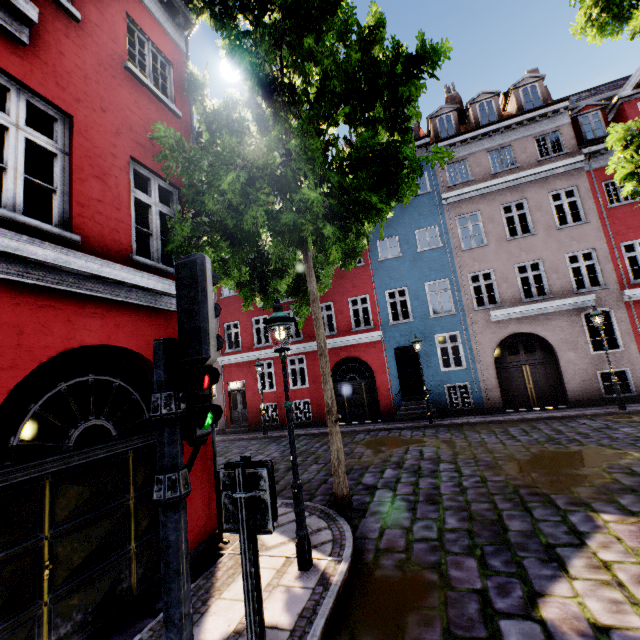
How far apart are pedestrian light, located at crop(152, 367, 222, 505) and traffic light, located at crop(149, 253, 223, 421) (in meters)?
0.10

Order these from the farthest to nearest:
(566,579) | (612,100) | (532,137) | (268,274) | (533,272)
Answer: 1. (612,100)
2. (532,137)
3. (533,272)
4. (268,274)
5. (566,579)

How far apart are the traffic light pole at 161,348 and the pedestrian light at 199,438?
0.1 meters

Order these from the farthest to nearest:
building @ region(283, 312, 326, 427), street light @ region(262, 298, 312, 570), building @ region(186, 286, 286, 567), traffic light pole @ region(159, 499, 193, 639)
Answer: building @ region(283, 312, 326, 427) < building @ region(186, 286, 286, 567) < street light @ region(262, 298, 312, 570) < traffic light pole @ region(159, 499, 193, 639)

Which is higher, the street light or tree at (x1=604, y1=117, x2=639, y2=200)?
tree at (x1=604, y1=117, x2=639, y2=200)

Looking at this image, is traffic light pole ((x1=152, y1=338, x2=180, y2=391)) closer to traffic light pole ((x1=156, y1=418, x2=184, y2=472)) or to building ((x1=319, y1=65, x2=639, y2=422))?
traffic light pole ((x1=156, y1=418, x2=184, y2=472))

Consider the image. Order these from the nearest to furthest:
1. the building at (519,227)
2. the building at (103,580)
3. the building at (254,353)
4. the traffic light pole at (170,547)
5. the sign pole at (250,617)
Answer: the traffic light pole at (170,547) < the sign pole at (250,617) < the building at (103,580) < the building at (254,353) < the building at (519,227)

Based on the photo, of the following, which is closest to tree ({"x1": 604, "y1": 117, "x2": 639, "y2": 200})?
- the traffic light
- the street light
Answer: the street light
